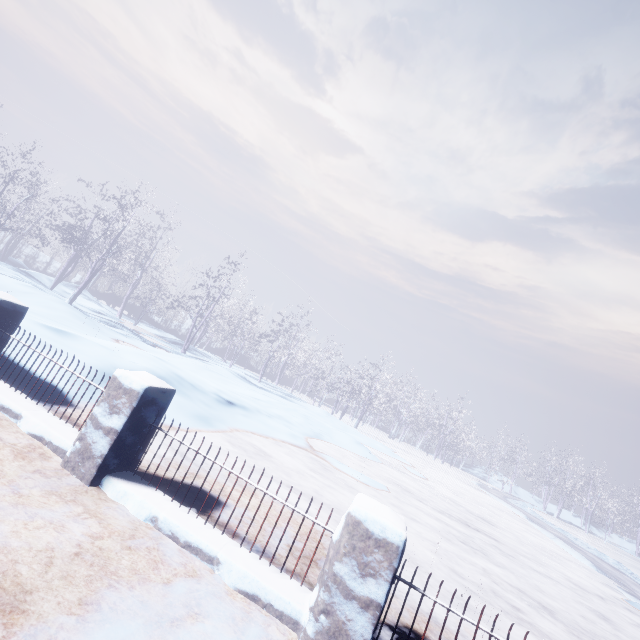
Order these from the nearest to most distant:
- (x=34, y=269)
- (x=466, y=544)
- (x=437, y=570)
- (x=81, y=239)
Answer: (x=437, y=570), (x=466, y=544), (x=81, y=239), (x=34, y=269)
